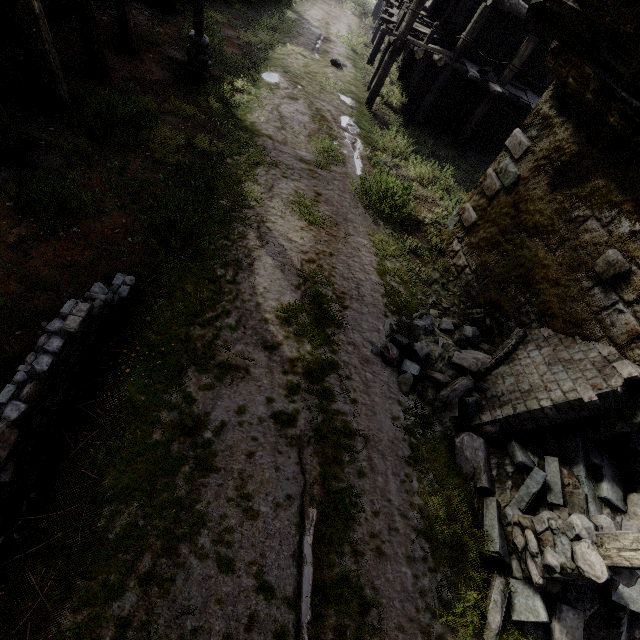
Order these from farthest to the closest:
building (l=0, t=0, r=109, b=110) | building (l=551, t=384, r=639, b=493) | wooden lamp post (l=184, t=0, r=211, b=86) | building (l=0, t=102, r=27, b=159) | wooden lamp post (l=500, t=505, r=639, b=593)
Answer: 1. wooden lamp post (l=184, t=0, r=211, b=86)
2. building (l=0, t=0, r=109, b=110)
3. building (l=0, t=102, r=27, b=159)
4. building (l=551, t=384, r=639, b=493)
5. wooden lamp post (l=500, t=505, r=639, b=593)

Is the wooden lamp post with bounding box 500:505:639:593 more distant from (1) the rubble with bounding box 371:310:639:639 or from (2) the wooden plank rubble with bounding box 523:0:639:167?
(2) the wooden plank rubble with bounding box 523:0:639:167

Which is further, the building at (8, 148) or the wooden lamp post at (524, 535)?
the building at (8, 148)

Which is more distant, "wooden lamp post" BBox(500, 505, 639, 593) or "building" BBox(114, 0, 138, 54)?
"building" BBox(114, 0, 138, 54)

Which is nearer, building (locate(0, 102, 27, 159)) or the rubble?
the rubble

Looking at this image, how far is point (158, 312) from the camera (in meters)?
4.97

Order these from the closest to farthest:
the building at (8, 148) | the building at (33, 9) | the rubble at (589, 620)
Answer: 1. the rubble at (589, 620)
2. the building at (8, 148)
3. the building at (33, 9)

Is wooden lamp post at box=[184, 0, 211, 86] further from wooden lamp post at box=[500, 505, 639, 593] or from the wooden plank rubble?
wooden lamp post at box=[500, 505, 639, 593]
